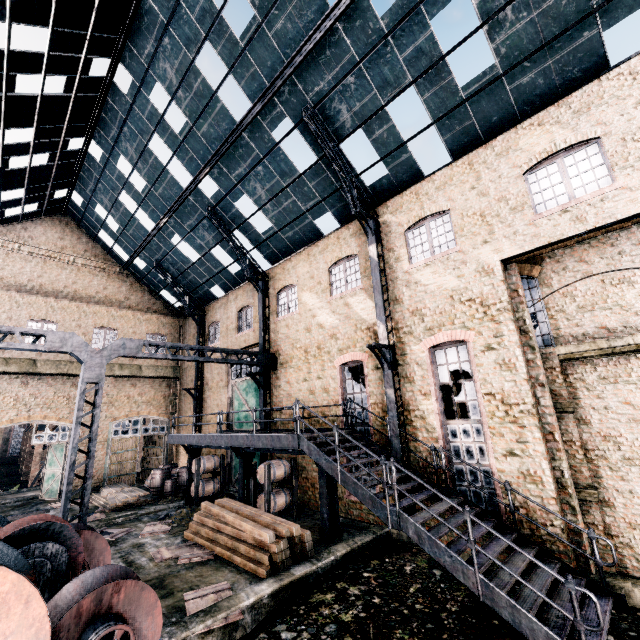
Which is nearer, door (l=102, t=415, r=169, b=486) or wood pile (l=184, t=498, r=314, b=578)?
wood pile (l=184, t=498, r=314, b=578)

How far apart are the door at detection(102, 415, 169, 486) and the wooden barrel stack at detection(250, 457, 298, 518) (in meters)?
15.30

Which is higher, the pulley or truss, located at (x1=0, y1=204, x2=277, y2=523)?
truss, located at (x1=0, y1=204, x2=277, y2=523)

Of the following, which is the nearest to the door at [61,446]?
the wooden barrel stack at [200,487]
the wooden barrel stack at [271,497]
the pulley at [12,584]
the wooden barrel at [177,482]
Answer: the wooden barrel at [177,482]

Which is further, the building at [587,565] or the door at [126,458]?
the door at [126,458]

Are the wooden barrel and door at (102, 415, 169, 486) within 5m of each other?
yes

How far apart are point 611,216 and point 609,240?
1.8m

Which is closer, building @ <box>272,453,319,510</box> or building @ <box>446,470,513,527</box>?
building @ <box>446,470,513,527</box>
